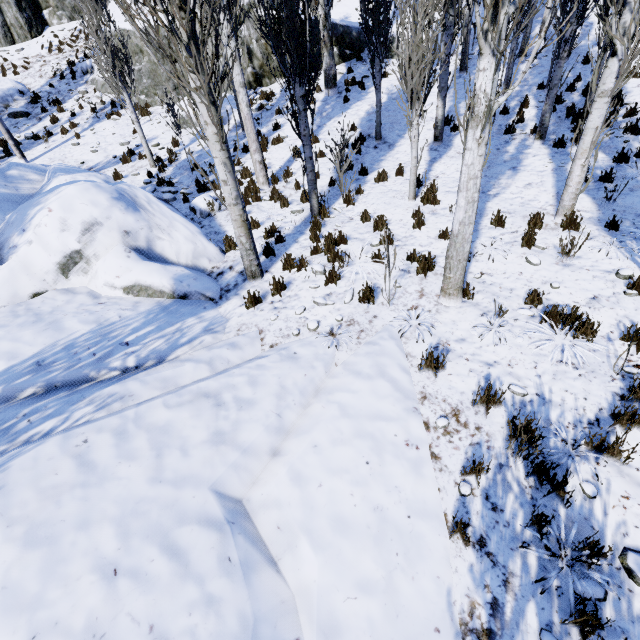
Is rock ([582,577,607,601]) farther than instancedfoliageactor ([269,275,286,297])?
No

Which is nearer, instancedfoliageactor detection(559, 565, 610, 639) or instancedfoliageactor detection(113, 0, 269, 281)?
instancedfoliageactor detection(559, 565, 610, 639)

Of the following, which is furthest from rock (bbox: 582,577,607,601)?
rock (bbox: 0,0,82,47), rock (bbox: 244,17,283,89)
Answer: rock (bbox: 0,0,82,47)

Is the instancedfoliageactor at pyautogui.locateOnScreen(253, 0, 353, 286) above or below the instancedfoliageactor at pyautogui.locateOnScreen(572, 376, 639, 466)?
above

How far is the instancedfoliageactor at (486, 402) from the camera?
3.77m

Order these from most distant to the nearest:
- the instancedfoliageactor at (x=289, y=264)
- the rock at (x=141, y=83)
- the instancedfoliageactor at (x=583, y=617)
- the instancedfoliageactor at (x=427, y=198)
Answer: the rock at (x=141, y=83) → the instancedfoliageactor at (x=427, y=198) → the instancedfoliageactor at (x=289, y=264) → the instancedfoliageactor at (x=583, y=617)

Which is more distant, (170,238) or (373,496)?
(170,238)
